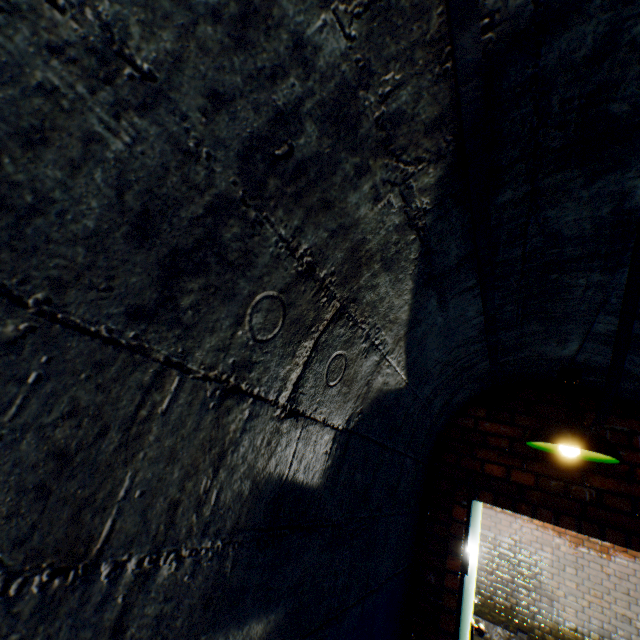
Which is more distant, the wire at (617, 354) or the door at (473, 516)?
the door at (473, 516)

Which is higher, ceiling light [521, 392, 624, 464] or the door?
ceiling light [521, 392, 624, 464]

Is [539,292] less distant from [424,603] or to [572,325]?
[572,325]

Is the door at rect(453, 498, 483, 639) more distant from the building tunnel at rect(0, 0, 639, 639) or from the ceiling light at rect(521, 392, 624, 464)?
the ceiling light at rect(521, 392, 624, 464)

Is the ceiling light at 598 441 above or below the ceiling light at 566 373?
below

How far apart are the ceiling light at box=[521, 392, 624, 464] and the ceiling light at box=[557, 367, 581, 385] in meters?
0.1 m

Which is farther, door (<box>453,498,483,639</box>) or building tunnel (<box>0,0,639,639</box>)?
door (<box>453,498,483,639</box>)

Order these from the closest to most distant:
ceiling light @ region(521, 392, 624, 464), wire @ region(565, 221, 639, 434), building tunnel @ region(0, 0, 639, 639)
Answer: building tunnel @ region(0, 0, 639, 639), wire @ region(565, 221, 639, 434), ceiling light @ region(521, 392, 624, 464)
